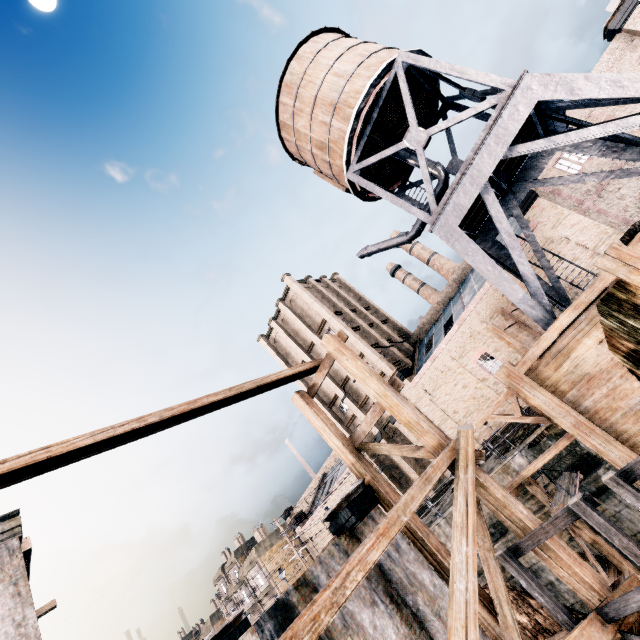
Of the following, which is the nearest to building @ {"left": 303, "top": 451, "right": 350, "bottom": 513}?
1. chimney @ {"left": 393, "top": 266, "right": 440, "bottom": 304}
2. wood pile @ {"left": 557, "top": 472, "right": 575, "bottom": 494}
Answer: wood pile @ {"left": 557, "top": 472, "right": 575, "bottom": 494}

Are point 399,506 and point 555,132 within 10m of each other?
no

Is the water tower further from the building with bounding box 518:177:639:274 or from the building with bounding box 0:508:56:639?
the building with bounding box 0:508:56:639

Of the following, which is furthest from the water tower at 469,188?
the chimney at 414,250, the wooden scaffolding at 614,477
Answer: the chimney at 414,250

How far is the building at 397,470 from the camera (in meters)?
33.06

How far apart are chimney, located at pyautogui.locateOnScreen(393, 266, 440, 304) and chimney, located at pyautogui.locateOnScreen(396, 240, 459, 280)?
2.62m

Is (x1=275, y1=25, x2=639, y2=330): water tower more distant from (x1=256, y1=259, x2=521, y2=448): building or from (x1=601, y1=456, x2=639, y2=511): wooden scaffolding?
(x1=601, y1=456, x2=639, y2=511): wooden scaffolding

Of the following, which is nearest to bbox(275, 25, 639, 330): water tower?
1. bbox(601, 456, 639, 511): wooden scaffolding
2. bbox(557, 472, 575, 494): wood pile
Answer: bbox(557, 472, 575, 494): wood pile
